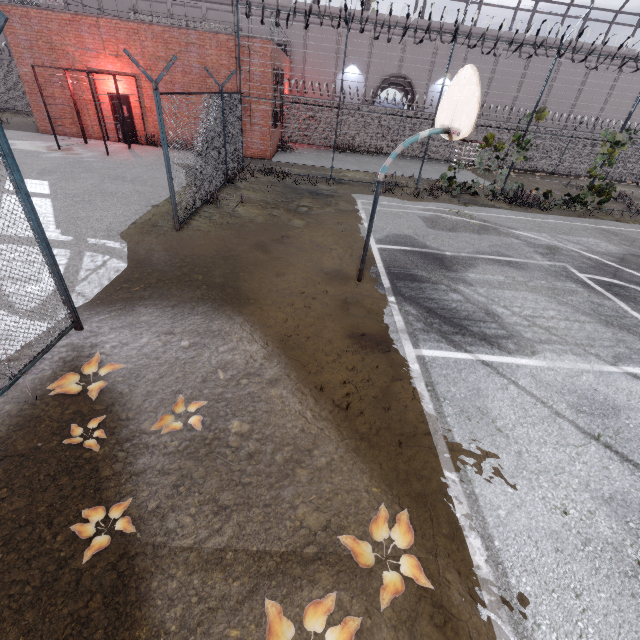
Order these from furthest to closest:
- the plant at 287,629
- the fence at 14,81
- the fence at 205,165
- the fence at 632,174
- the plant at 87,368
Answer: the fence at 14,81, the fence at 632,174, the fence at 205,165, the plant at 87,368, the plant at 287,629

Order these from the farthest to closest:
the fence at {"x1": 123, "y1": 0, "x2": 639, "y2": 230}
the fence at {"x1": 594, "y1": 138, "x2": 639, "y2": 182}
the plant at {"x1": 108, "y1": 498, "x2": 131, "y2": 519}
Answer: the fence at {"x1": 594, "y1": 138, "x2": 639, "y2": 182} → the fence at {"x1": 123, "y1": 0, "x2": 639, "y2": 230} → the plant at {"x1": 108, "y1": 498, "x2": 131, "y2": 519}

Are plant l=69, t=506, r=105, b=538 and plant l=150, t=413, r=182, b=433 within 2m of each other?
yes

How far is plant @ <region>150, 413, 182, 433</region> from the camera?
3.47m

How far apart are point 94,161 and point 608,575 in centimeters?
1773cm

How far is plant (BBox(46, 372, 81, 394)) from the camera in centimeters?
368cm

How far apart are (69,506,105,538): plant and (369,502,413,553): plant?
2.1 meters

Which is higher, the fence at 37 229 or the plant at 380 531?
the fence at 37 229
